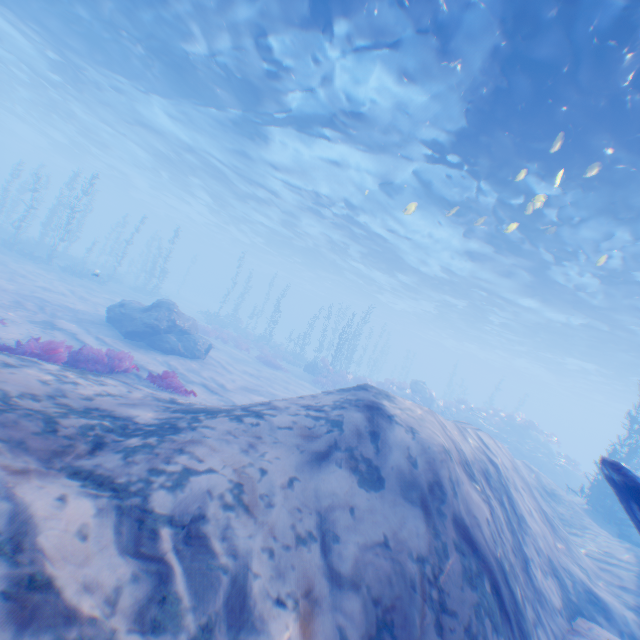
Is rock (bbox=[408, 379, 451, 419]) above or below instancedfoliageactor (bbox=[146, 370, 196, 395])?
A: above

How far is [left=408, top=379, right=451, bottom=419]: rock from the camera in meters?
24.6

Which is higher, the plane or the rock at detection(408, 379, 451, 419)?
the plane

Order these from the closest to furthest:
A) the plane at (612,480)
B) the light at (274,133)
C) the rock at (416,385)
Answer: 1. the plane at (612,480)
2. the light at (274,133)
3. the rock at (416,385)

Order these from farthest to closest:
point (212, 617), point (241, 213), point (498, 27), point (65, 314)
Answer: point (241, 213) < point (65, 314) < point (498, 27) < point (212, 617)

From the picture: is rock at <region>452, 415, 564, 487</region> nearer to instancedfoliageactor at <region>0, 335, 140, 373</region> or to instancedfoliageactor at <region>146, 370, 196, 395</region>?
instancedfoliageactor at <region>146, 370, 196, 395</region>

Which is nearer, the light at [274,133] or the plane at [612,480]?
the plane at [612,480]

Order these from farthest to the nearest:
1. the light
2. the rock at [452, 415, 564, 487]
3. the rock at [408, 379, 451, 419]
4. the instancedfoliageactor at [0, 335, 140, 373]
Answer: the rock at [408, 379, 451, 419] < the rock at [452, 415, 564, 487] < the light < the instancedfoliageactor at [0, 335, 140, 373]
